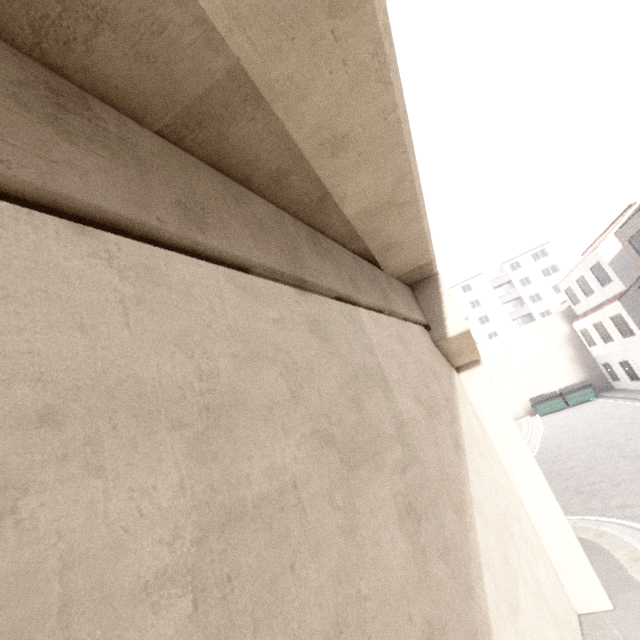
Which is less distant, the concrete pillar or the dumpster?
the concrete pillar

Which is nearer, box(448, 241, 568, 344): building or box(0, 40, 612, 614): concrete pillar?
box(0, 40, 612, 614): concrete pillar

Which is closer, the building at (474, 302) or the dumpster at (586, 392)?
the dumpster at (586, 392)

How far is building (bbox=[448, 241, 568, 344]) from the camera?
49.5m

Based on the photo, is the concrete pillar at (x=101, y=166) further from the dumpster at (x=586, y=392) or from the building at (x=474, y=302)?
the dumpster at (x=586, y=392)

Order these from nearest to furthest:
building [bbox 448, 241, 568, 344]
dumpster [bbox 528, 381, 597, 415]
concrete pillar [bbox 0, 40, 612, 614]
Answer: concrete pillar [bbox 0, 40, 612, 614] < dumpster [bbox 528, 381, 597, 415] < building [bbox 448, 241, 568, 344]

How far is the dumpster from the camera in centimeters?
2491cm

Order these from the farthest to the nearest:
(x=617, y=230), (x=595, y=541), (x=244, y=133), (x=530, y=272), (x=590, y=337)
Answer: (x=530, y=272)
(x=590, y=337)
(x=617, y=230)
(x=595, y=541)
(x=244, y=133)
